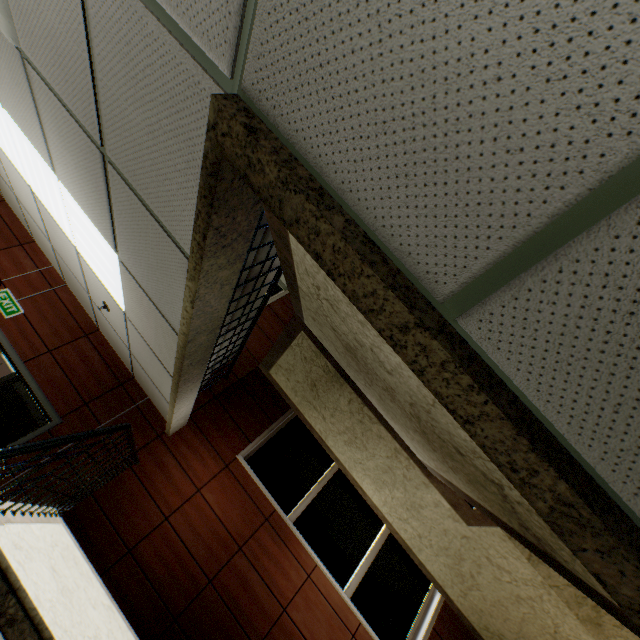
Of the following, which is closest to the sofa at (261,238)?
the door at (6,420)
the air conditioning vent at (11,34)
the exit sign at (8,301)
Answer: the air conditioning vent at (11,34)

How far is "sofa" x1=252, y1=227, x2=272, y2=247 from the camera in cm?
251

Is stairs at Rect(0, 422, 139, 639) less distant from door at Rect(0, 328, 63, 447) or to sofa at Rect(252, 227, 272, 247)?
sofa at Rect(252, 227, 272, 247)

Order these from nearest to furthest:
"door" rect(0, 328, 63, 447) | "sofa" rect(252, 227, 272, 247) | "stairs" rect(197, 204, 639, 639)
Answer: "stairs" rect(197, 204, 639, 639) → "sofa" rect(252, 227, 272, 247) → "door" rect(0, 328, 63, 447)

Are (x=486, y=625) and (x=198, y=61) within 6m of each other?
no

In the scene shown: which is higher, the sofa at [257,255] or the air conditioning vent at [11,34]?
the sofa at [257,255]

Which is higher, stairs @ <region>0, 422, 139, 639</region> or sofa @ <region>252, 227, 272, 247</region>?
sofa @ <region>252, 227, 272, 247</region>

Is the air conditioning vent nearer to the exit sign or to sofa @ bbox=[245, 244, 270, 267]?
sofa @ bbox=[245, 244, 270, 267]
